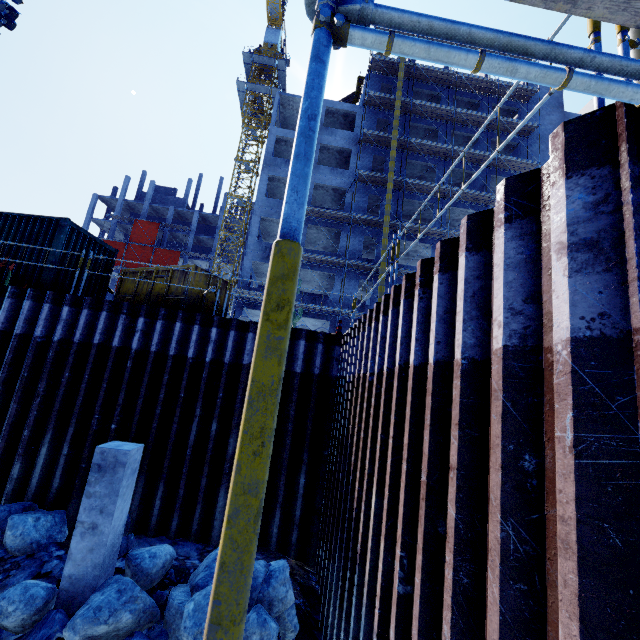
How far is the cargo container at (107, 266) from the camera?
11.5m

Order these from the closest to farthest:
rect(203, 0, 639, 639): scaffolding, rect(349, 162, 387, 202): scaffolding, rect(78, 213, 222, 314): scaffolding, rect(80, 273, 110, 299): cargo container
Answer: rect(203, 0, 639, 639): scaffolding → rect(78, 213, 222, 314): scaffolding → rect(80, 273, 110, 299): cargo container → rect(349, 162, 387, 202): scaffolding

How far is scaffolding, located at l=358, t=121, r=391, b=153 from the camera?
27.4m

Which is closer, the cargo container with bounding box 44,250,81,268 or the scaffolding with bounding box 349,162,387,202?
the cargo container with bounding box 44,250,81,268

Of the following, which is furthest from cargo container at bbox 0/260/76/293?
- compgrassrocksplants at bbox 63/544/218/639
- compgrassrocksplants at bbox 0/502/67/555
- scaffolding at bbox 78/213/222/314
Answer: compgrassrocksplants at bbox 63/544/218/639

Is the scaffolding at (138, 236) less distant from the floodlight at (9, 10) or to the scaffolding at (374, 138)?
the scaffolding at (374, 138)

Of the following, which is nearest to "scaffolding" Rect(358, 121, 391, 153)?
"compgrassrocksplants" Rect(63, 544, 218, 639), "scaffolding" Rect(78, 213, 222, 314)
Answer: "scaffolding" Rect(78, 213, 222, 314)

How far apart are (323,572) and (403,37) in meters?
8.7
